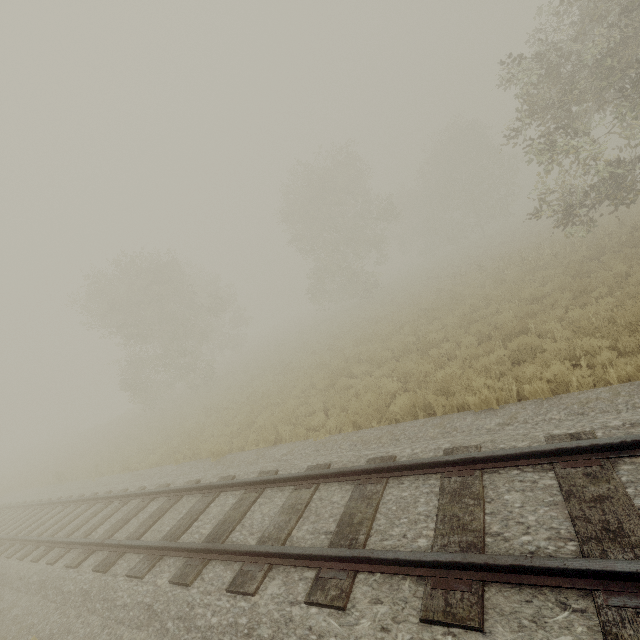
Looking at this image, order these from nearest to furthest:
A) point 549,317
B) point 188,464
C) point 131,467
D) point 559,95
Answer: point 549,317
point 188,464
point 131,467
point 559,95
